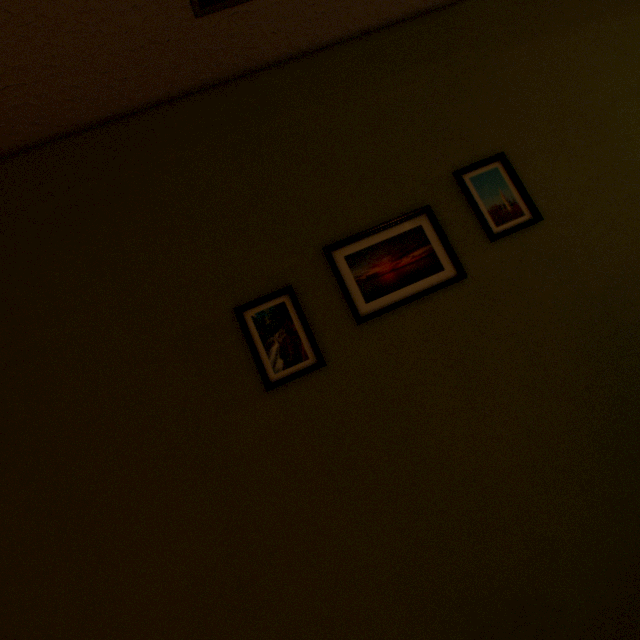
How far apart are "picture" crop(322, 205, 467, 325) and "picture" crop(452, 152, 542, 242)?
0.15m

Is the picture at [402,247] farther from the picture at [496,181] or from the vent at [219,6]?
the vent at [219,6]

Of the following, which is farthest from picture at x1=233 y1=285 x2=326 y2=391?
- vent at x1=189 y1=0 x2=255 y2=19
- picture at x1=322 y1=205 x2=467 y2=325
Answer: vent at x1=189 y1=0 x2=255 y2=19

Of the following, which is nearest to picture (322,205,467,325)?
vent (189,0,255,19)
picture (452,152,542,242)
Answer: picture (452,152,542,242)

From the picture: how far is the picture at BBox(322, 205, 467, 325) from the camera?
1.1 meters

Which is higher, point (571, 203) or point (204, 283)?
point (204, 283)

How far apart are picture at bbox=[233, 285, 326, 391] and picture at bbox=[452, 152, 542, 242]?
0.72m

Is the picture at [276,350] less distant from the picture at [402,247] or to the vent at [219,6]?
the picture at [402,247]
